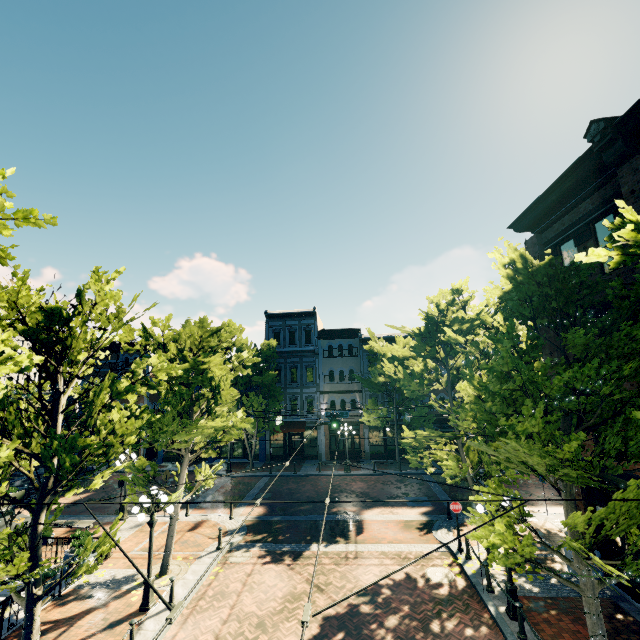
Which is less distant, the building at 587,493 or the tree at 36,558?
the tree at 36,558

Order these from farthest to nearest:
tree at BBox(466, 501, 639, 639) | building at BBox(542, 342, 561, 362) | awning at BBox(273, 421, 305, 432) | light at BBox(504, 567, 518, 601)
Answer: awning at BBox(273, 421, 305, 432) < building at BBox(542, 342, 561, 362) < light at BBox(504, 567, 518, 601) < tree at BBox(466, 501, 639, 639)

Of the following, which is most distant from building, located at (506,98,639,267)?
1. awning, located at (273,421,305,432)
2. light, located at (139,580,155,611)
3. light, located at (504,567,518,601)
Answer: awning, located at (273,421,305,432)

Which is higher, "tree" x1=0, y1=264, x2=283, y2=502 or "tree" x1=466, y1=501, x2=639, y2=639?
"tree" x1=0, y1=264, x2=283, y2=502

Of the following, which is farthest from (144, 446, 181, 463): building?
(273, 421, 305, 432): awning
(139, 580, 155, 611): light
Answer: (139, 580, 155, 611): light

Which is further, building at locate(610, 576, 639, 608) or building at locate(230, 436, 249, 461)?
building at locate(230, 436, 249, 461)

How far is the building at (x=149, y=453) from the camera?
30.7m

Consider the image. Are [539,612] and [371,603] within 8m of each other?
yes
